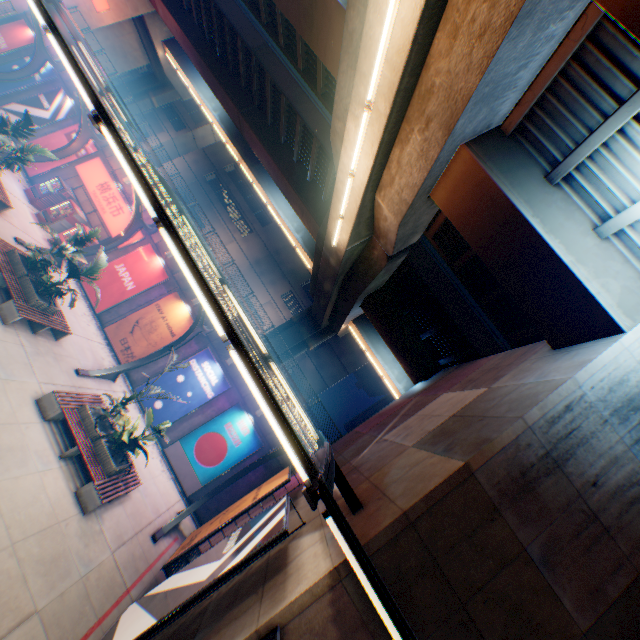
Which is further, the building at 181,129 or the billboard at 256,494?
the building at 181,129

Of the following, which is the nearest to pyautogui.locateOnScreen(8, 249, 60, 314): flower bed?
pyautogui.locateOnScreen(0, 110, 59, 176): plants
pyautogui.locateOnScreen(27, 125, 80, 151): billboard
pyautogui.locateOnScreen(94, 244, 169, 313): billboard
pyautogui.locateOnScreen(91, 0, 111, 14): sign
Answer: pyautogui.locateOnScreen(0, 110, 59, 176): plants

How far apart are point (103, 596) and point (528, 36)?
16.1 meters

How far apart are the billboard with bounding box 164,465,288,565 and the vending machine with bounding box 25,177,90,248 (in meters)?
18.05

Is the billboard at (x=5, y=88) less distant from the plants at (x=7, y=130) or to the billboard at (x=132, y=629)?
the plants at (x=7, y=130)

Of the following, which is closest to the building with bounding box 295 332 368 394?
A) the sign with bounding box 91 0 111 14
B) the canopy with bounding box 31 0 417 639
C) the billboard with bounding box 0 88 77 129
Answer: the sign with bounding box 91 0 111 14

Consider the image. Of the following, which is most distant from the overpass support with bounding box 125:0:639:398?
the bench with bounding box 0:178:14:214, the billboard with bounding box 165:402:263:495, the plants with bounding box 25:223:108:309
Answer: the bench with bounding box 0:178:14:214

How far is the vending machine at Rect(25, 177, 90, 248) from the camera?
18.36m
